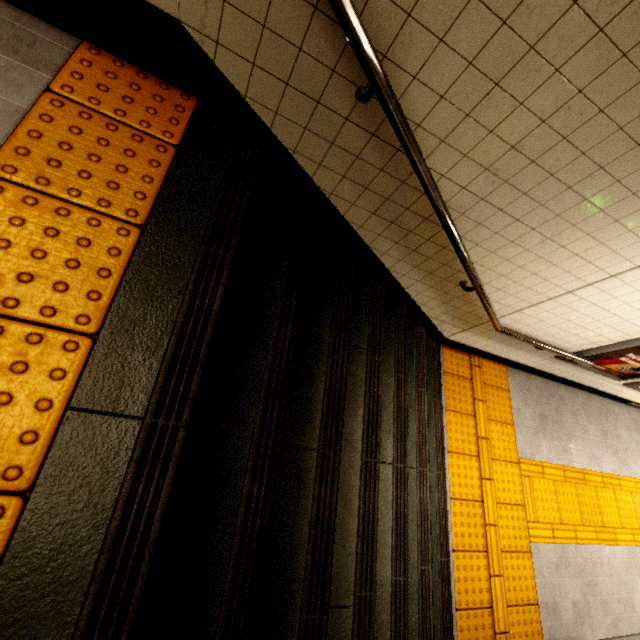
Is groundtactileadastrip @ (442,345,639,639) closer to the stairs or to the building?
the stairs

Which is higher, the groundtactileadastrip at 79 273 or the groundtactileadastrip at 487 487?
the groundtactileadastrip at 79 273

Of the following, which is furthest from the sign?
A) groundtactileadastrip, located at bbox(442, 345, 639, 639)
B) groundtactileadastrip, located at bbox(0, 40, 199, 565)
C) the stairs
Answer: groundtactileadastrip, located at bbox(0, 40, 199, 565)

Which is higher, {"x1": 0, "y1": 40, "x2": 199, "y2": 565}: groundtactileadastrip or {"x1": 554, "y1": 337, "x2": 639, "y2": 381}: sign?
{"x1": 0, "y1": 40, "x2": 199, "y2": 565}: groundtactileadastrip

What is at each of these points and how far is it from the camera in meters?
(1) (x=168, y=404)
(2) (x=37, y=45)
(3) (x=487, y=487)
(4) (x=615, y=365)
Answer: (1) stairs, 1.1 m
(2) building, 1.3 m
(3) groundtactileadastrip, 3.6 m
(4) sign, 3.8 m

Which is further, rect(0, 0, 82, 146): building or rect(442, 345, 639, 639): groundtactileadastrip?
rect(442, 345, 639, 639): groundtactileadastrip

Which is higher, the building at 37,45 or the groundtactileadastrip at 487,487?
the building at 37,45

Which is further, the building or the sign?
the sign
